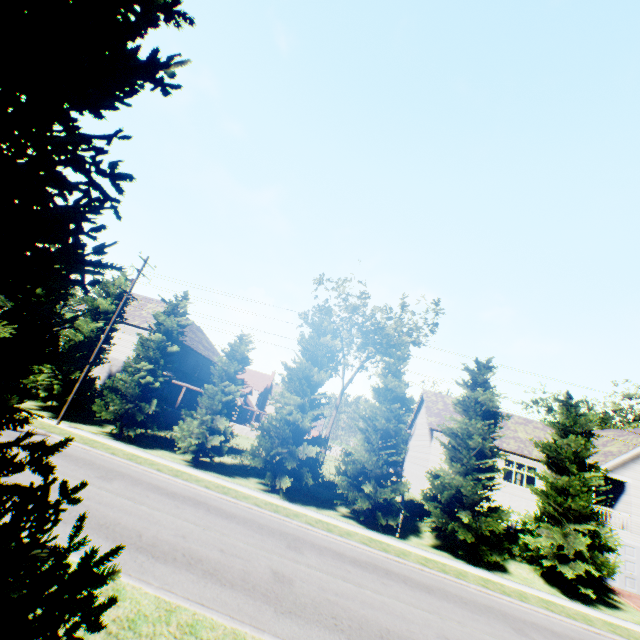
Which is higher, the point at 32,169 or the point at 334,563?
the point at 32,169

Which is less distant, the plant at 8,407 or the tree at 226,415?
the plant at 8,407

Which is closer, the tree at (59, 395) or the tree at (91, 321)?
the tree at (59, 395)

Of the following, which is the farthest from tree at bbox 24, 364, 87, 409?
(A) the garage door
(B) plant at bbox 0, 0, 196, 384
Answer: (A) the garage door

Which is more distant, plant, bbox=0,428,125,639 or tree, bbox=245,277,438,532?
tree, bbox=245,277,438,532

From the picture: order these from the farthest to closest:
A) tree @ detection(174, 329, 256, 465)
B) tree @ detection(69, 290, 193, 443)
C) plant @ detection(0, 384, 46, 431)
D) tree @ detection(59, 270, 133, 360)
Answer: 1. tree @ detection(59, 270, 133, 360)
2. tree @ detection(69, 290, 193, 443)
3. tree @ detection(174, 329, 256, 465)
4. plant @ detection(0, 384, 46, 431)
